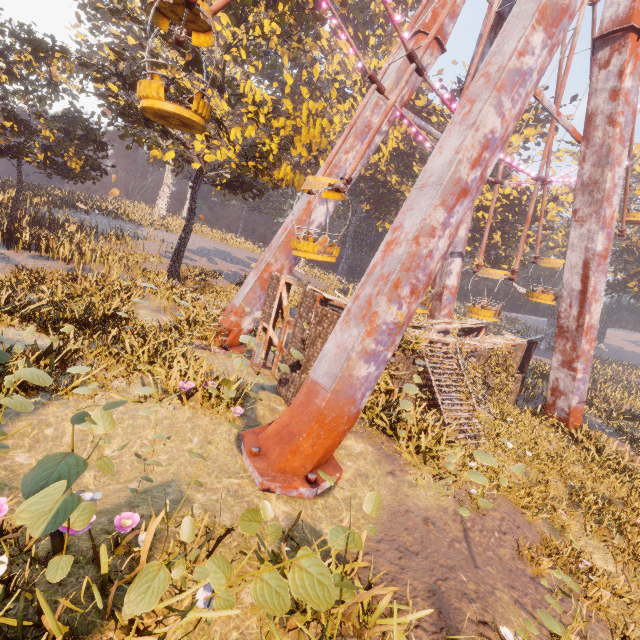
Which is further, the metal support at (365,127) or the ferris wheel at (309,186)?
the metal support at (365,127)

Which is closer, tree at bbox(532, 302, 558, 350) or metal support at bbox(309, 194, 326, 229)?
metal support at bbox(309, 194, 326, 229)

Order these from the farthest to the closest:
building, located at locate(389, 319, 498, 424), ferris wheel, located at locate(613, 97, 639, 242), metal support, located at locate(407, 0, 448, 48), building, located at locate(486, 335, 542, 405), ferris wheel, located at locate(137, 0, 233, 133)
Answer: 1. ferris wheel, located at locate(613, 97, 639, 242)
2. building, located at locate(486, 335, 542, 405)
3. metal support, located at locate(407, 0, 448, 48)
4. building, located at locate(389, 319, 498, 424)
5. ferris wheel, located at locate(137, 0, 233, 133)

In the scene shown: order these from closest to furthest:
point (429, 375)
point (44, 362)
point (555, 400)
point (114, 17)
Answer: point (44, 362)
point (429, 375)
point (555, 400)
point (114, 17)

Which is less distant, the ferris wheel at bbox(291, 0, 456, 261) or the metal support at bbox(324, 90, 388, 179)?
the ferris wheel at bbox(291, 0, 456, 261)

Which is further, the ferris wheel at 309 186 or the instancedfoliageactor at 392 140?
the instancedfoliageactor at 392 140

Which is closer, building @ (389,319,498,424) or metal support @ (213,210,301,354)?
building @ (389,319,498,424)

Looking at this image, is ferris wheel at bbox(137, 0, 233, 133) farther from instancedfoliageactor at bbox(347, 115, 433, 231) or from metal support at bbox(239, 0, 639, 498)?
instancedfoliageactor at bbox(347, 115, 433, 231)
